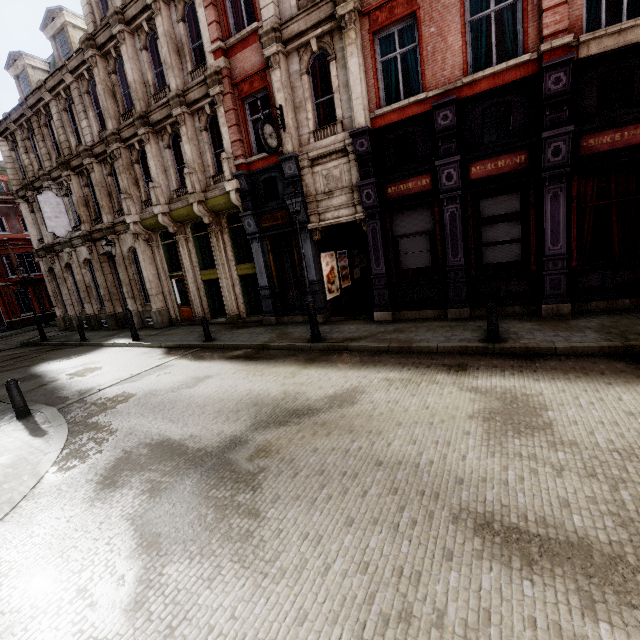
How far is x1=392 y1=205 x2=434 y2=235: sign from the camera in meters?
10.3 m

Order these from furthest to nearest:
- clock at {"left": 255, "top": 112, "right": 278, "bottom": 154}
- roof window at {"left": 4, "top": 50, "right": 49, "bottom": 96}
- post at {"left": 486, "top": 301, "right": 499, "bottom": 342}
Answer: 1. roof window at {"left": 4, "top": 50, "right": 49, "bottom": 96}
2. clock at {"left": 255, "top": 112, "right": 278, "bottom": 154}
3. post at {"left": 486, "top": 301, "right": 499, "bottom": 342}

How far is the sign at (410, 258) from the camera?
10.52m

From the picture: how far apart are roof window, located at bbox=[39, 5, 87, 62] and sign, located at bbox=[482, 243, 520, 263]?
22.2 meters

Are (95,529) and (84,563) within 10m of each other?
yes

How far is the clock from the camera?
10.1 meters

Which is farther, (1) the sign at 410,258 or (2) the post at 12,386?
(1) the sign at 410,258

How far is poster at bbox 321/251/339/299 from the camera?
13.3m
